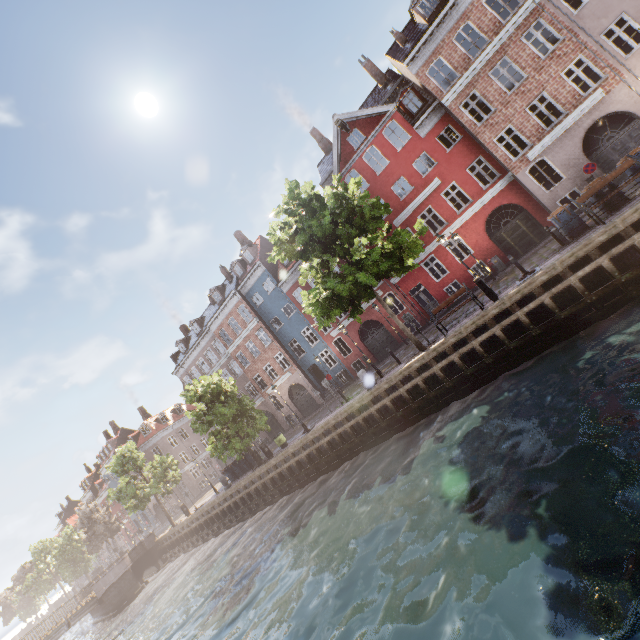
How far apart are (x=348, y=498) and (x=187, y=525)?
22.2m

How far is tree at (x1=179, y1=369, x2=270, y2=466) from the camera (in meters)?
21.88

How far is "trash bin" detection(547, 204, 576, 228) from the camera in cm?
1291

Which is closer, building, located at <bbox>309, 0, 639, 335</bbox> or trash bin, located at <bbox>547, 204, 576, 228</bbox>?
trash bin, located at <bbox>547, 204, 576, 228</bbox>

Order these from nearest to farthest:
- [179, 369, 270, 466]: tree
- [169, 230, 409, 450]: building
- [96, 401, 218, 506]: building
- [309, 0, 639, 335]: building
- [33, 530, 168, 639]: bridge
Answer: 1. [309, 0, 639, 335]: building
2. [179, 369, 270, 466]: tree
3. [33, 530, 168, 639]: bridge
4. [169, 230, 409, 450]: building
5. [96, 401, 218, 506]: building

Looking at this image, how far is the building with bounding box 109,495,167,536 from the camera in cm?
4925

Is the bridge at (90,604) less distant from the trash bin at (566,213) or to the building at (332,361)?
the building at (332,361)

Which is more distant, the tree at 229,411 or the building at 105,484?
the building at 105,484
